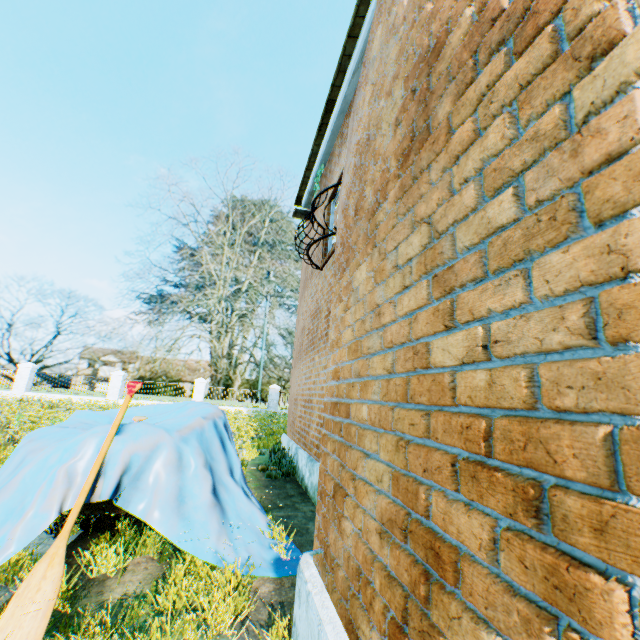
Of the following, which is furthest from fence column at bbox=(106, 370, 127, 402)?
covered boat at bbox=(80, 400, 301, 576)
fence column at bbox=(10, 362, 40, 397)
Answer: covered boat at bbox=(80, 400, 301, 576)

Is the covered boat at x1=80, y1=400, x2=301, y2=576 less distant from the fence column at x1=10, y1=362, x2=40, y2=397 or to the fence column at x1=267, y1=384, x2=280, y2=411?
the fence column at x1=267, y1=384, x2=280, y2=411

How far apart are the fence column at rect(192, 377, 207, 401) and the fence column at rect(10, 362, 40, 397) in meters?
10.3 m

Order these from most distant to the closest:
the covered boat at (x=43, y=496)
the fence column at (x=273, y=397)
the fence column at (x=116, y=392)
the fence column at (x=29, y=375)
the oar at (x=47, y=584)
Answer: the fence column at (x=273, y=397)
the fence column at (x=116, y=392)
the fence column at (x=29, y=375)
the covered boat at (x=43, y=496)
the oar at (x=47, y=584)

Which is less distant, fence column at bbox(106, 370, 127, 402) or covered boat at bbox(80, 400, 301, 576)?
covered boat at bbox(80, 400, 301, 576)

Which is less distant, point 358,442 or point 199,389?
point 358,442

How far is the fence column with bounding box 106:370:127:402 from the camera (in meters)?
22.34

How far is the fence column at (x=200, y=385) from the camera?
23.67m
